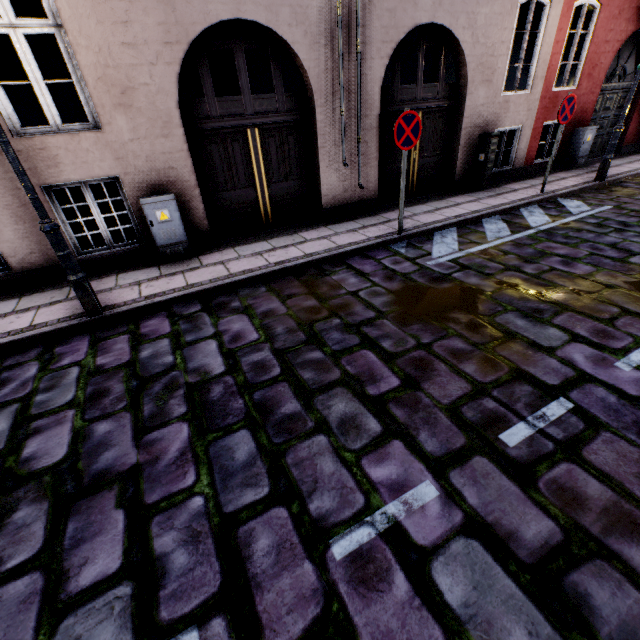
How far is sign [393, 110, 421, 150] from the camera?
4.93m

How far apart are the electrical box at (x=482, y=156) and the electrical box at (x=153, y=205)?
7.5m

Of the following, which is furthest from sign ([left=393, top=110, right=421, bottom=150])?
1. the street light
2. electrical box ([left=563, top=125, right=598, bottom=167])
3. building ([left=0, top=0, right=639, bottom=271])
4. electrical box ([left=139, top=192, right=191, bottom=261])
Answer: electrical box ([left=563, top=125, right=598, bottom=167])

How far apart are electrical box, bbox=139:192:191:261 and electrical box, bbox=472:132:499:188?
7.51m

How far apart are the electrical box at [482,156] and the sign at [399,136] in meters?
4.0

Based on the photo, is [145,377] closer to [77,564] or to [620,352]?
[77,564]

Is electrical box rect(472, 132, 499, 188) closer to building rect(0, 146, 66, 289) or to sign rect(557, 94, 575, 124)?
building rect(0, 146, 66, 289)

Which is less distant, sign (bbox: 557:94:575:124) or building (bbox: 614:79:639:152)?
sign (bbox: 557:94:575:124)
